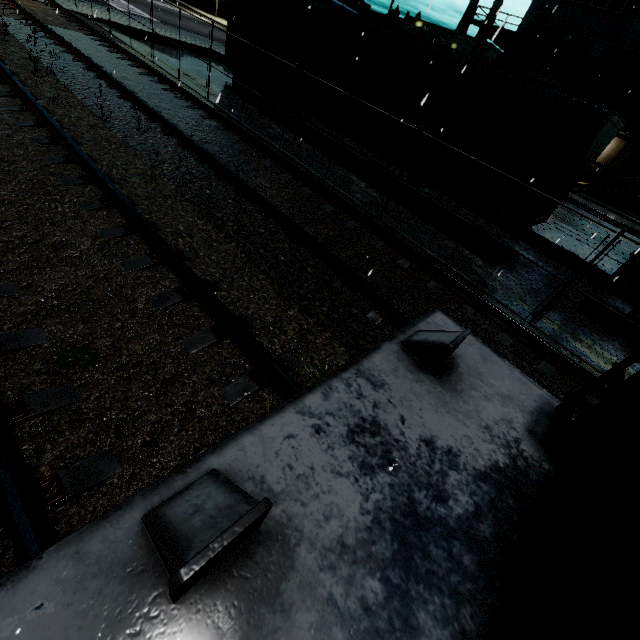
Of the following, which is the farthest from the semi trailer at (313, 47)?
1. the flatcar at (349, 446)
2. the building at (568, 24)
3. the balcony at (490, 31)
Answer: the flatcar at (349, 446)

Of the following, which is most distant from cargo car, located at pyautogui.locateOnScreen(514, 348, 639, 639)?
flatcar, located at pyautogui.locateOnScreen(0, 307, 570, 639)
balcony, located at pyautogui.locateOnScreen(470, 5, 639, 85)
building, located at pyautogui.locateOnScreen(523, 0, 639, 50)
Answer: balcony, located at pyautogui.locateOnScreen(470, 5, 639, 85)

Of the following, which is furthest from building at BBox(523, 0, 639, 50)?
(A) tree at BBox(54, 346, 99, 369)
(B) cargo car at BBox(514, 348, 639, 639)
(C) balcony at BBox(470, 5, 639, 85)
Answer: (A) tree at BBox(54, 346, 99, 369)

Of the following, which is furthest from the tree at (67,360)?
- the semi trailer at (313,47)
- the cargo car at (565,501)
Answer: the semi trailer at (313,47)

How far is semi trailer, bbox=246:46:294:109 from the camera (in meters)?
12.73

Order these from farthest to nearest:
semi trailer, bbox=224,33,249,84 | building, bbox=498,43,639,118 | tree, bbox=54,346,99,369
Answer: building, bbox=498,43,639,118 → semi trailer, bbox=224,33,249,84 → tree, bbox=54,346,99,369

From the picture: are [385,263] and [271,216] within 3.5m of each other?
yes

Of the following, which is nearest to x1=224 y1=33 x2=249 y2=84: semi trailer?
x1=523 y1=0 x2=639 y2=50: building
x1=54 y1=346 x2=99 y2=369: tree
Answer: x1=523 y1=0 x2=639 y2=50: building
